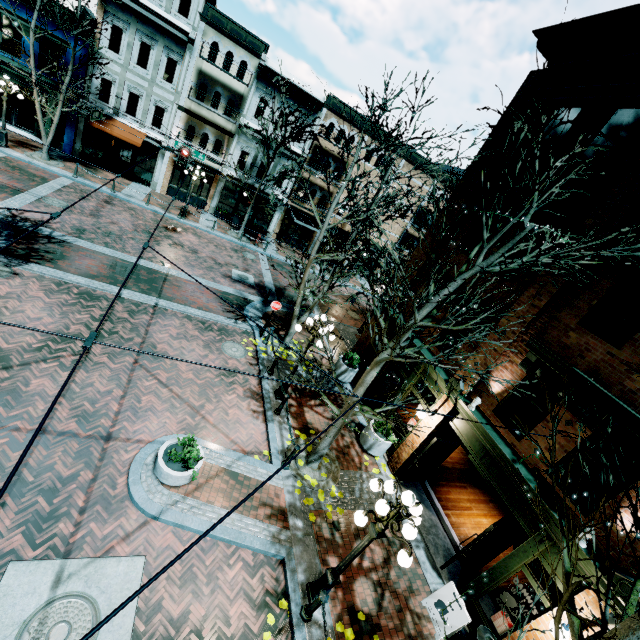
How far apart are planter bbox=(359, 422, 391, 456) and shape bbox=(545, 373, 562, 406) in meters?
5.9

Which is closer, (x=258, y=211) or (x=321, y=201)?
(x=258, y=211)

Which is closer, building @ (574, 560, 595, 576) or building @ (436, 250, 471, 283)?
building @ (574, 560, 595, 576)

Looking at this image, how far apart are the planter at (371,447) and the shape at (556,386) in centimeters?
593cm

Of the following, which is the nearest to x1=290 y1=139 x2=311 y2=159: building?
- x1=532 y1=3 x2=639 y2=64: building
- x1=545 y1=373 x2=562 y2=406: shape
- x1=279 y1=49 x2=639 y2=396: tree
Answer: x1=279 y1=49 x2=639 y2=396: tree

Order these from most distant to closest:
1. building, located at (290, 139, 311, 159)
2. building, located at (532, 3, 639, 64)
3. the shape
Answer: building, located at (290, 139, 311, 159) → the shape → building, located at (532, 3, 639, 64)

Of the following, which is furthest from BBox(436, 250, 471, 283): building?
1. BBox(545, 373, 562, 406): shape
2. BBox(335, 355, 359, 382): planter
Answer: BBox(545, 373, 562, 406): shape

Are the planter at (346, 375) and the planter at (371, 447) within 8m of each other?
yes
